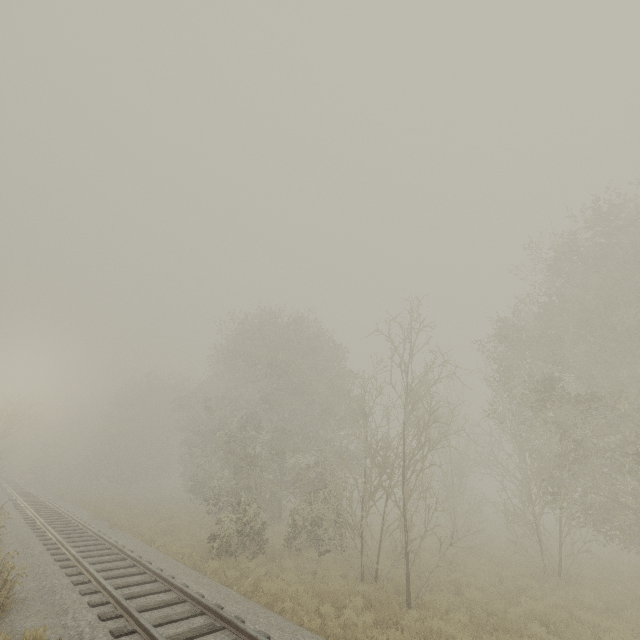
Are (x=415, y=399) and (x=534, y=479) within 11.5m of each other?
yes
